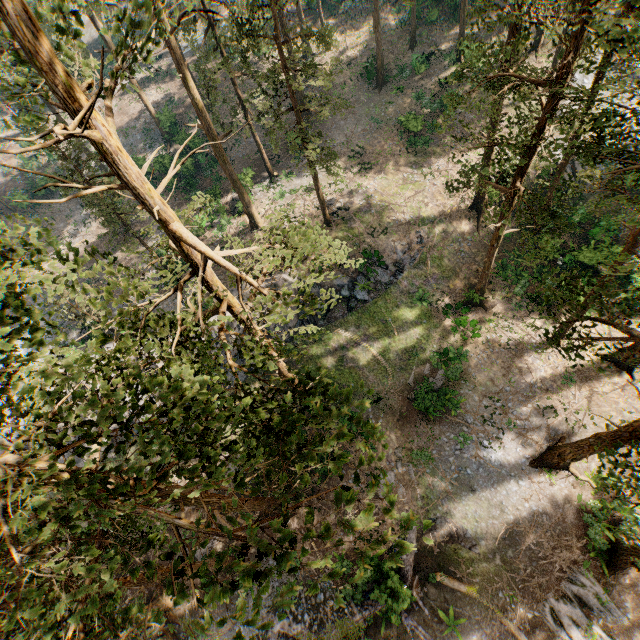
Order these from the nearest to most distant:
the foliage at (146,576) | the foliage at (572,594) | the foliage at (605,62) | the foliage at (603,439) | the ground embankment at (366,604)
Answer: the foliage at (146,576) → the foliage at (605,62) → the foliage at (603,439) → the foliage at (572,594) → the ground embankment at (366,604)

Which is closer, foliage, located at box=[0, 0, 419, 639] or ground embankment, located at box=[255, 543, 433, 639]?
foliage, located at box=[0, 0, 419, 639]

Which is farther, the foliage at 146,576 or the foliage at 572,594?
the foliage at 572,594

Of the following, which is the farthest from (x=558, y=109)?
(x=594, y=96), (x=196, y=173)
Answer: (x=196, y=173)

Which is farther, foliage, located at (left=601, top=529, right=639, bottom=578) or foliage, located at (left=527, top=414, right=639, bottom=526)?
foliage, located at (left=527, top=414, right=639, bottom=526)

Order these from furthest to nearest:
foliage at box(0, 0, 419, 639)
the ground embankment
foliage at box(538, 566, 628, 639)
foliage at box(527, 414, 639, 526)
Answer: the ground embankment
foliage at box(538, 566, 628, 639)
foliage at box(527, 414, 639, 526)
foliage at box(0, 0, 419, 639)

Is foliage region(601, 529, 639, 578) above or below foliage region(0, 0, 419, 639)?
below
